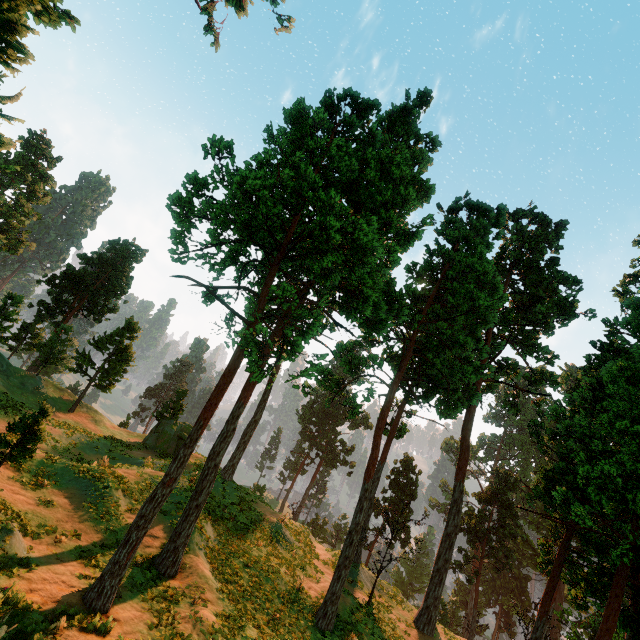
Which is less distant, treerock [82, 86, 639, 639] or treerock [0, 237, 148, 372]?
treerock [82, 86, 639, 639]

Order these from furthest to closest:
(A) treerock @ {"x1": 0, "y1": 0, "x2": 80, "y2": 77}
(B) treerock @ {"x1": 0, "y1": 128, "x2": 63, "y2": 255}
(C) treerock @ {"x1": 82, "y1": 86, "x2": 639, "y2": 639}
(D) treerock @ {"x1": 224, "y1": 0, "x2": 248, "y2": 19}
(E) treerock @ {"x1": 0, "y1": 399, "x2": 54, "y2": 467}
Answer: (B) treerock @ {"x1": 0, "y1": 128, "x2": 63, "y2": 255} → (D) treerock @ {"x1": 224, "y1": 0, "x2": 248, "y2": 19} → (E) treerock @ {"x1": 0, "y1": 399, "x2": 54, "y2": 467} → (C) treerock @ {"x1": 82, "y1": 86, "x2": 639, "y2": 639} → (A) treerock @ {"x1": 0, "y1": 0, "x2": 80, "y2": 77}

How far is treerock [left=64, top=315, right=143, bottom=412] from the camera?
33.8 meters

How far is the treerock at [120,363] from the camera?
33.81m

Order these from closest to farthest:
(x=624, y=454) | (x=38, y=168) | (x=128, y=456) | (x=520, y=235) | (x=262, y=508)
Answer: (x=624, y=454) < (x=262, y=508) < (x=128, y=456) < (x=520, y=235) < (x=38, y=168)

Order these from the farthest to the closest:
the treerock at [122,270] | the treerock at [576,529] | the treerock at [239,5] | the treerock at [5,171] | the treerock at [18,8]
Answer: the treerock at [5,171] → the treerock at [122,270] → the treerock at [239,5] → the treerock at [576,529] → the treerock at [18,8]
